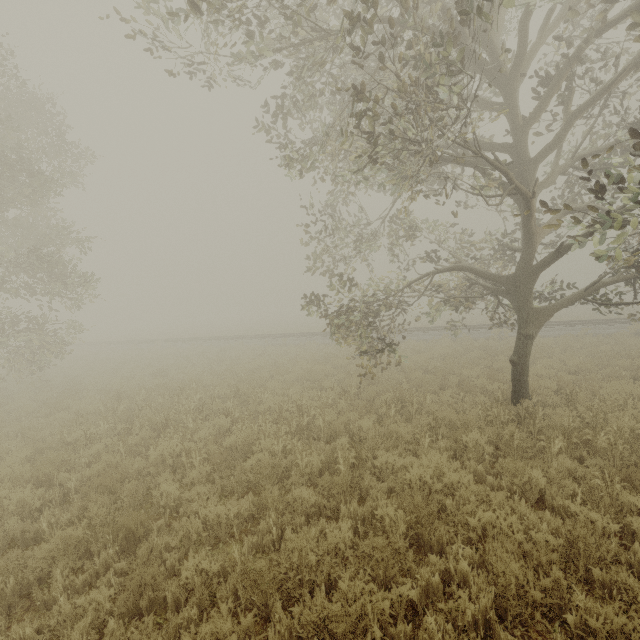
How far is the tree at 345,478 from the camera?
5.2 meters

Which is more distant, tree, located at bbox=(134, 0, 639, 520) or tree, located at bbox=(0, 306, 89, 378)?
tree, located at bbox=(0, 306, 89, 378)

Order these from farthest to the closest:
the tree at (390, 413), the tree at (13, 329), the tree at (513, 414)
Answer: the tree at (13, 329) → the tree at (390, 413) → the tree at (513, 414)

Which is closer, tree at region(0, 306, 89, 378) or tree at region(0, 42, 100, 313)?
tree at region(0, 42, 100, 313)

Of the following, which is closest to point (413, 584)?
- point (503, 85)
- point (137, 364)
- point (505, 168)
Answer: point (505, 168)

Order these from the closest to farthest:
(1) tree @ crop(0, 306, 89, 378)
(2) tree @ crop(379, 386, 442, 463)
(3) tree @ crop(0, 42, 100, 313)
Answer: (2) tree @ crop(379, 386, 442, 463)
(3) tree @ crop(0, 42, 100, 313)
(1) tree @ crop(0, 306, 89, 378)

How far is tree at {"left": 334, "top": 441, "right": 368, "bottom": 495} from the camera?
5.2m
